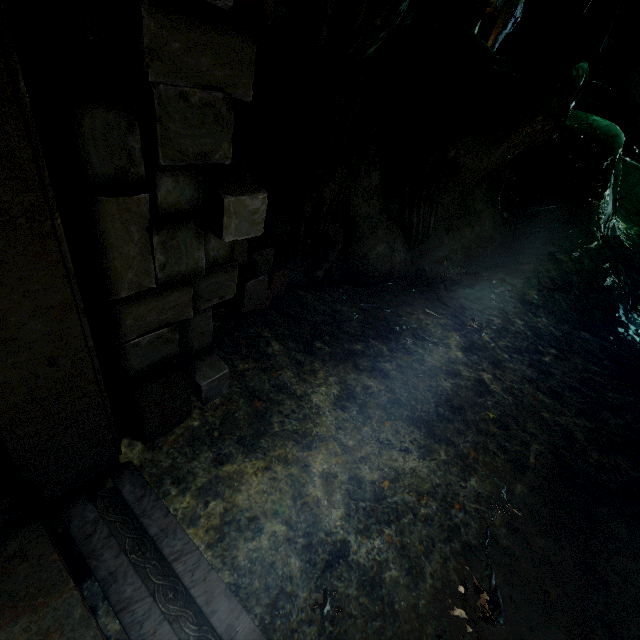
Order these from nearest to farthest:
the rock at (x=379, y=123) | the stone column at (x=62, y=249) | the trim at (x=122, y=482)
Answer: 1. the stone column at (x=62, y=249)
2. the trim at (x=122, y=482)
3. the rock at (x=379, y=123)

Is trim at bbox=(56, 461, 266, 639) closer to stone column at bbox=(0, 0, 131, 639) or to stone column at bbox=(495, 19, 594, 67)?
stone column at bbox=(0, 0, 131, 639)

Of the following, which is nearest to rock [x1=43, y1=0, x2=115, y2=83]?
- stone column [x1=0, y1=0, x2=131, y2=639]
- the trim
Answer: stone column [x1=0, y1=0, x2=131, y2=639]

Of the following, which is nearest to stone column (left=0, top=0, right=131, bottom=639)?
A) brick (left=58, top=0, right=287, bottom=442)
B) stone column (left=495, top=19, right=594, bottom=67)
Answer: brick (left=58, top=0, right=287, bottom=442)

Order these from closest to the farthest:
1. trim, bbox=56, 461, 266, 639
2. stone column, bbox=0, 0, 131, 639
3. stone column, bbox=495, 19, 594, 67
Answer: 1. stone column, bbox=0, 0, 131, 639
2. trim, bbox=56, 461, 266, 639
3. stone column, bbox=495, 19, 594, 67

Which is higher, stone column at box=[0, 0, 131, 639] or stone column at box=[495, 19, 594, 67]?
stone column at box=[495, 19, 594, 67]

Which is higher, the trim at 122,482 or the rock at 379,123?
the rock at 379,123

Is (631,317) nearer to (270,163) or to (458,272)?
(458,272)
